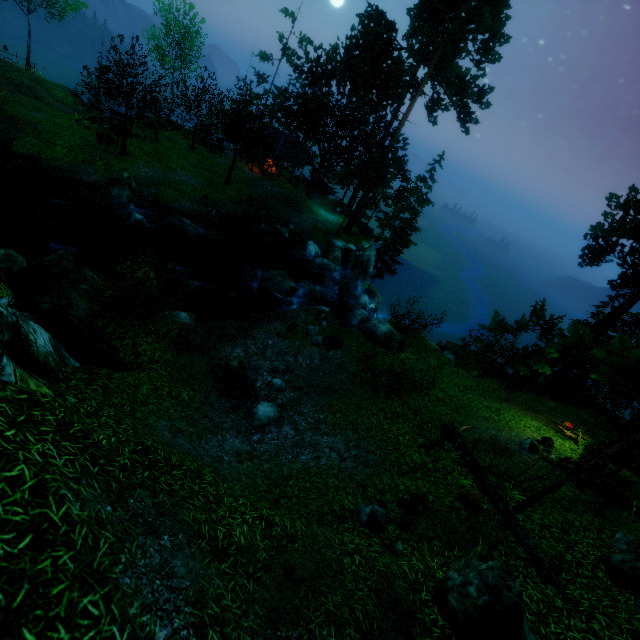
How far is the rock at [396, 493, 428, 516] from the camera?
8.1m

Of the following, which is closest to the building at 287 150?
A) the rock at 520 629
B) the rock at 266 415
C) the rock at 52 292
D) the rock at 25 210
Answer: the rock at 25 210

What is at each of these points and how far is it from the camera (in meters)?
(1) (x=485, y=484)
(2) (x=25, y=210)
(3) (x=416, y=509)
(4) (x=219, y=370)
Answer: (1) log, 9.77
(2) rock, 17.22
(3) rock, 8.10
(4) rock, 11.34

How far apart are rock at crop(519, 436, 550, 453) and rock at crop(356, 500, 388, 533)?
8.4 meters

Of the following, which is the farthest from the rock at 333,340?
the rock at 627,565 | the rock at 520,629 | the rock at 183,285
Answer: the rock at 627,565

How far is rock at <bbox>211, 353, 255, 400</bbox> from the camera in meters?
11.1

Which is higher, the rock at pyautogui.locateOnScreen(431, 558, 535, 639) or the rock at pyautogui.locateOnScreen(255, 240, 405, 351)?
the rock at pyautogui.locateOnScreen(431, 558, 535, 639)

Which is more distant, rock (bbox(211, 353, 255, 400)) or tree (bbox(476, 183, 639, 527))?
rock (bbox(211, 353, 255, 400))
